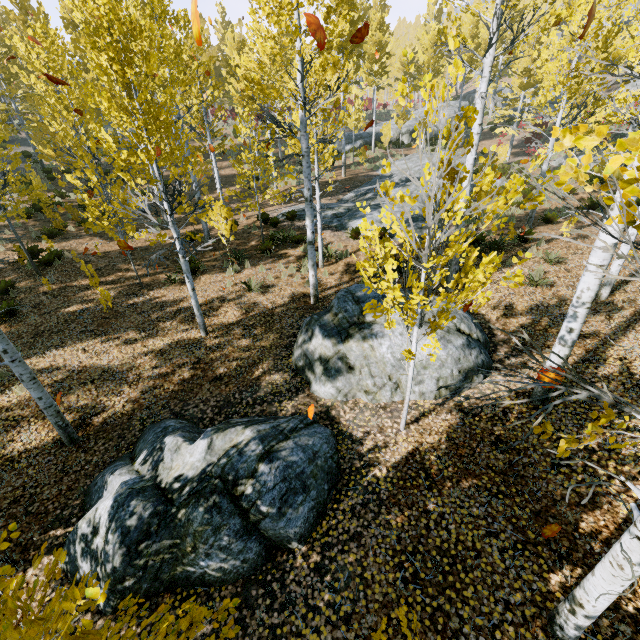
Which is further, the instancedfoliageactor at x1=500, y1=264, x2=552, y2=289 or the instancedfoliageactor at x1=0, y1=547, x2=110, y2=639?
the instancedfoliageactor at x1=500, y1=264, x2=552, y2=289

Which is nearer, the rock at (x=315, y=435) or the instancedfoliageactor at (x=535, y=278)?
the instancedfoliageactor at (x=535, y=278)

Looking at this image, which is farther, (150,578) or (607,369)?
(607,369)

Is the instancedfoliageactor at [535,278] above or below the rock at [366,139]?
below

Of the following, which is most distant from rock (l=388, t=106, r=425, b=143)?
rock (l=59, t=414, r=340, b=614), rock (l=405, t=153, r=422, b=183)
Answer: rock (l=59, t=414, r=340, b=614)

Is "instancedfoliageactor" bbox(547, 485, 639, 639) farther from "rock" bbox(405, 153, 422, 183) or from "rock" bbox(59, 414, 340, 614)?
"rock" bbox(59, 414, 340, 614)

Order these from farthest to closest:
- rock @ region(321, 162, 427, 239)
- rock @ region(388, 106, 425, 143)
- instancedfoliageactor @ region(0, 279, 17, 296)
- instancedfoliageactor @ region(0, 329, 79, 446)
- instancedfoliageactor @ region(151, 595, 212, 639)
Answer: rock @ region(388, 106, 425, 143) → rock @ region(321, 162, 427, 239) → instancedfoliageactor @ region(0, 279, 17, 296) → instancedfoliageactor @ region(0, 329, 79, 446) → instancedfoliageactor @ region(151, 595, 212, 639)

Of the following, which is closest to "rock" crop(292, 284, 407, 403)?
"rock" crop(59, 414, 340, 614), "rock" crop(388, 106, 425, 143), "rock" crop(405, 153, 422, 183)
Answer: "rock" crop(59, 414, 340, 614)
